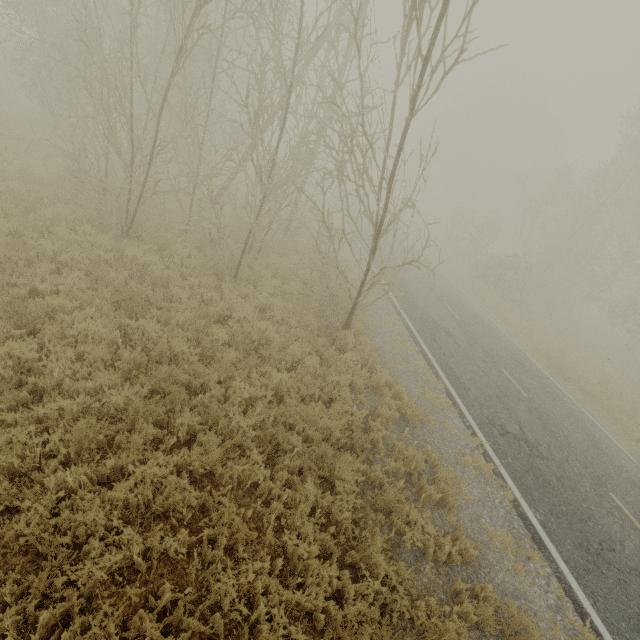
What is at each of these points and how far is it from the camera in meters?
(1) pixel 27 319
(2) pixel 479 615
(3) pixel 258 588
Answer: (1) tree, 6.0
(2) tree, 4.9
(3) tree, 4.2

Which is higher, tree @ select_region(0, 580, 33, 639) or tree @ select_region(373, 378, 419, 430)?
tree @ select_region(373, 378, 419, 430)

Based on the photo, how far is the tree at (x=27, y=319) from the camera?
5.8m

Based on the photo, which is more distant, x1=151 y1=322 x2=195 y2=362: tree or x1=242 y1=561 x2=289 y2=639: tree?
x1=151 y1=322 x2=195 y2=362: tree

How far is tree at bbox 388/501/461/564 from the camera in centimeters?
539cm

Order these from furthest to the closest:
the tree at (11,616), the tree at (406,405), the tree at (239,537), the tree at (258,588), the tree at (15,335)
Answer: the tree at (406,405)
the tree at (15,335)
the tree at (239,537)
the tree at (258,588)
the tree at (11,616)
